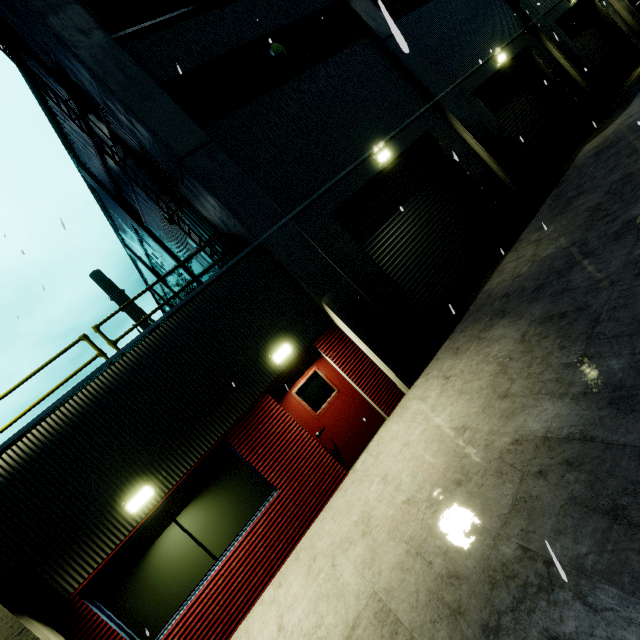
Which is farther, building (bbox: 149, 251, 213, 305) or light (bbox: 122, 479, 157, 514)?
building (bbox: 149, 251, 213, 305)

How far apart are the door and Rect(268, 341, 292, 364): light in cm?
30

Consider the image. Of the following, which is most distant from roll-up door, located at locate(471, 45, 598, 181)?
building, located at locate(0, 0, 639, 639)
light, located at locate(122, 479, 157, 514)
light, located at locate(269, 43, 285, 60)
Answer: light, located at locate(122, 479, 157, 514)

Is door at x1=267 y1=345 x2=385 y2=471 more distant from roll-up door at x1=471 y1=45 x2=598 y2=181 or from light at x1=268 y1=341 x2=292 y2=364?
roll-up door at x1=471 y1=45 x2=598 y2=181

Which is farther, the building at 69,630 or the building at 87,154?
the building at 87,154

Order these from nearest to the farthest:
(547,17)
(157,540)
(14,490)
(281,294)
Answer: (14,490)
(157,540)
(281,294)
(547,17)

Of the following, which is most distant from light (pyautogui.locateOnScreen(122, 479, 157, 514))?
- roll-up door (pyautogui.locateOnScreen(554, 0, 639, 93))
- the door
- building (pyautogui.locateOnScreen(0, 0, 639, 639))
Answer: roll-up door (pyautogui.locateOnScreen(554, 0, 639, 93))

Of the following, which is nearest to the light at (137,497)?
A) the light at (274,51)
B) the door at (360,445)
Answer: the door at (360,445)
